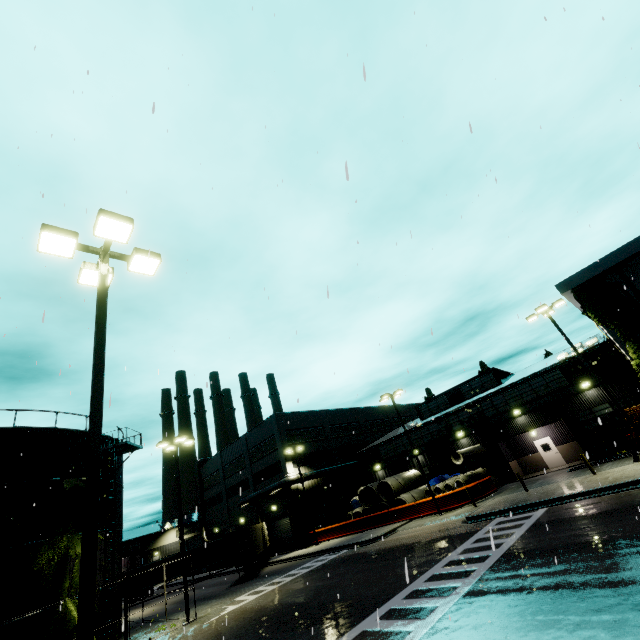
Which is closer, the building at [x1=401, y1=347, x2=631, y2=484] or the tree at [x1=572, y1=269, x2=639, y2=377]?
the tree at [x1=572, y1=269, x2=639, y2=377]

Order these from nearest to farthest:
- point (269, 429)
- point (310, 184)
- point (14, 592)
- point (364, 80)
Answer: point (364, 80)
point (310, 184)
point (14, 592)
point (269, 429)

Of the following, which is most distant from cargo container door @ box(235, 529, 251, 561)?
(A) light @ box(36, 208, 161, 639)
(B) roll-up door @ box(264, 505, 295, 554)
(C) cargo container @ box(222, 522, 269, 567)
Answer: (A) light @ box(36, 208, 161, 639)

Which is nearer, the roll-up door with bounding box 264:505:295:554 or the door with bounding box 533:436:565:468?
the door with bounding box 533:436:565:468

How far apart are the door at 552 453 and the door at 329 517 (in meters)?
23.73

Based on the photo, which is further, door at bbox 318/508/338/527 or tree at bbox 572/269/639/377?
door at bbox 318/508/338/527

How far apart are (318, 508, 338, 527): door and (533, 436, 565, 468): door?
23.7m

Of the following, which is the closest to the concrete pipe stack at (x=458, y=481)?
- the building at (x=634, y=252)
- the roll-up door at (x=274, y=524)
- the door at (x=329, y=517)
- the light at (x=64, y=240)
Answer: the building at (x=634, y=252)
